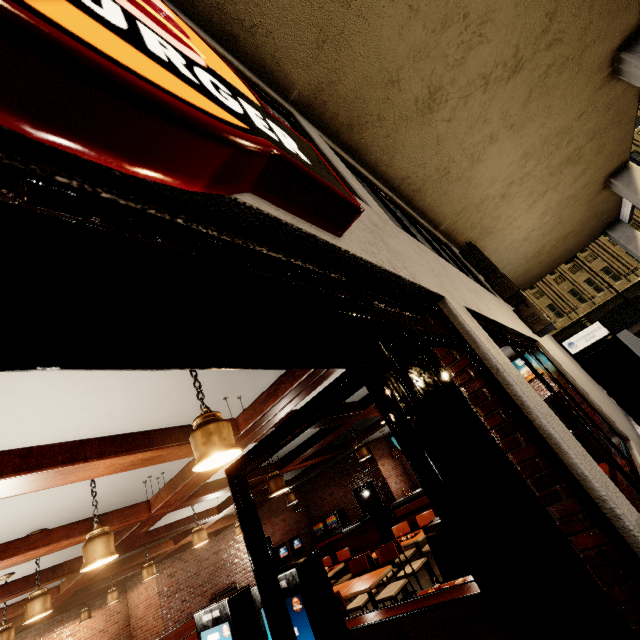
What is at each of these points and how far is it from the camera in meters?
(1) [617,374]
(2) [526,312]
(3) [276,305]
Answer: (1) atm, 5.6 m
(2) air conditioner, 6.6 m
(3) building, 0.7 m

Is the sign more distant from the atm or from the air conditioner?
the atm

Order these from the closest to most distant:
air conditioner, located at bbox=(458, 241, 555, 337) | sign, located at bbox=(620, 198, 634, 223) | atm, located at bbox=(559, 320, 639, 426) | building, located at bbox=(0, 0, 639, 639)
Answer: building, located at bbox=(0, 0, 639, 639), atm, located at bbox=(559, 320, 639, 426), air conditioner, located at bbox=(458, 241, 555, 337), sign, located at bbox=(620, 198, 634, 223)

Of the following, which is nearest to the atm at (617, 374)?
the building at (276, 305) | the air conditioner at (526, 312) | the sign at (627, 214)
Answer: the building at (276, 305)

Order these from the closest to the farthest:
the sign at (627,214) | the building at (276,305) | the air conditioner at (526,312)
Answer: the building at (276,305) → the air conditioner at (526,312) → the sign at (627,214)

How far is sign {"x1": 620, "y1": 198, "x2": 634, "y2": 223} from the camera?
11.37m

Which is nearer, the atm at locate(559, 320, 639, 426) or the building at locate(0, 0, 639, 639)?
the building at locate(0, 0, 639, 639)

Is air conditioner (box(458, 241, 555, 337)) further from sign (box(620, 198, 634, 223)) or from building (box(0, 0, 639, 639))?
sign (box(620, 198, 634, 223))
